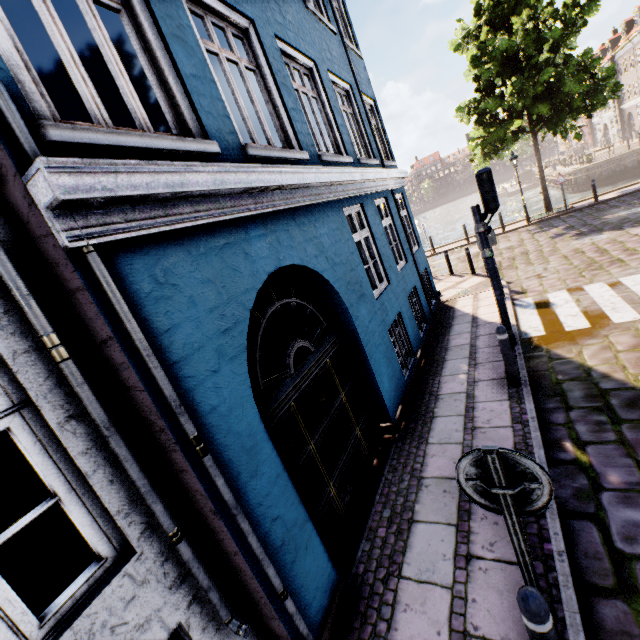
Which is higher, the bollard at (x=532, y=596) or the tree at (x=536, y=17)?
the tree at (x=536, y=17)

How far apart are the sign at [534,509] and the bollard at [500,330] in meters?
3.7

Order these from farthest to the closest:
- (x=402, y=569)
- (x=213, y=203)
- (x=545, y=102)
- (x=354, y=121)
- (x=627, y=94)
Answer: (x=627, y=94)
(x=545, y=102)
(x=354, y=121)
(x=402, y=569)
(x=213, y=203)

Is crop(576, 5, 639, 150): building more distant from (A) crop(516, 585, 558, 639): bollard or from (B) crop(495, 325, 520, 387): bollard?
(A) crop(516, 585, 558, 639): bollard

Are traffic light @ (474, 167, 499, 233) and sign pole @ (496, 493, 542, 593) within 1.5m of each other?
no

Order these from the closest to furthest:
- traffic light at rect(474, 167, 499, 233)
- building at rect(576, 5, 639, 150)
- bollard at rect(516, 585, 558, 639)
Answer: bollard at rect(516, 585, 558, 639)
traffic light at rect(474, 167, 499, 233)
building at rect(576, 5, 639, 150)

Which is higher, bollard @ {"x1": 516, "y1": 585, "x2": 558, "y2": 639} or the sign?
the sign

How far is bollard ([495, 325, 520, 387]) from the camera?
5.2m
